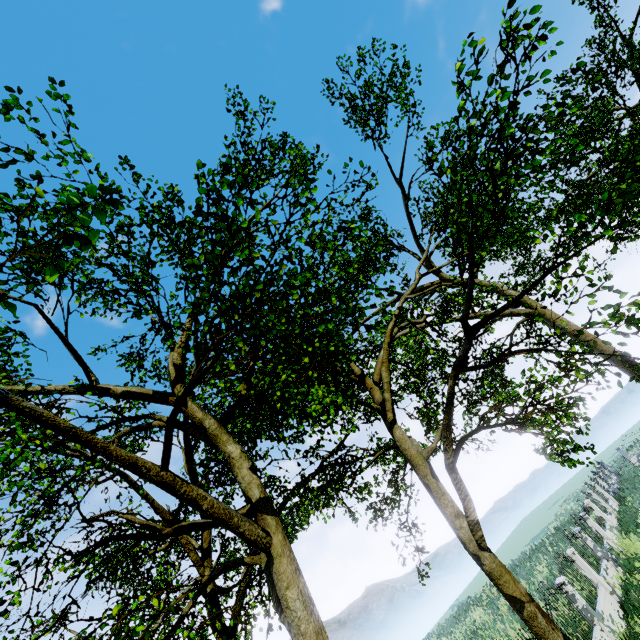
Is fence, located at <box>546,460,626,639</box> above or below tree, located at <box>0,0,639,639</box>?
below

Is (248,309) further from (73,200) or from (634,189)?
(634,189)

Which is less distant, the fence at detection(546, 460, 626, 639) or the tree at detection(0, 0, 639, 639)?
the tree at detection(0, 0, 639, 639)

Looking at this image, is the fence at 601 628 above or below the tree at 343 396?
below

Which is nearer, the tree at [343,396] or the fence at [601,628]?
the tree at [343,396]
